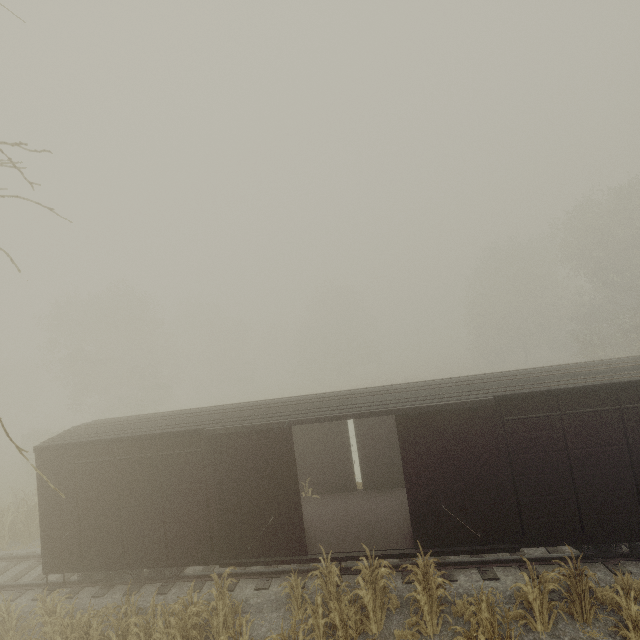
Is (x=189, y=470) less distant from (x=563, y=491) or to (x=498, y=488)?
(x=498, y=488)

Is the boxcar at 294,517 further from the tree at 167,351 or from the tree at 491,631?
the tree at 167,351

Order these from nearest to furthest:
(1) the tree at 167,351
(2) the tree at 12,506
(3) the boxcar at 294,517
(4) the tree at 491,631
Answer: (4) the tree at 491,631 → (3) the boxcar at 294,517 → (2) the tree at 12,506 → (1) the tree at 167,351

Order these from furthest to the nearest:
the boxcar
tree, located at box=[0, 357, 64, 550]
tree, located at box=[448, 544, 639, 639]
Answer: tree, located at box=[0, 357, 64, 550] < the boxcar < tree, located at box=[448, 544, 639, 639]

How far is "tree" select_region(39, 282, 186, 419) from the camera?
34.69m

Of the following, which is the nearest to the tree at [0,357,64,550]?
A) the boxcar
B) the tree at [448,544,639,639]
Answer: the boxcar

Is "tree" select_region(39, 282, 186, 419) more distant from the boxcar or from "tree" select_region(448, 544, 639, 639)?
"tree" select_region(448, 544, 639, 639)

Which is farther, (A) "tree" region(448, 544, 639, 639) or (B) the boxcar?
(B) the boxcar
